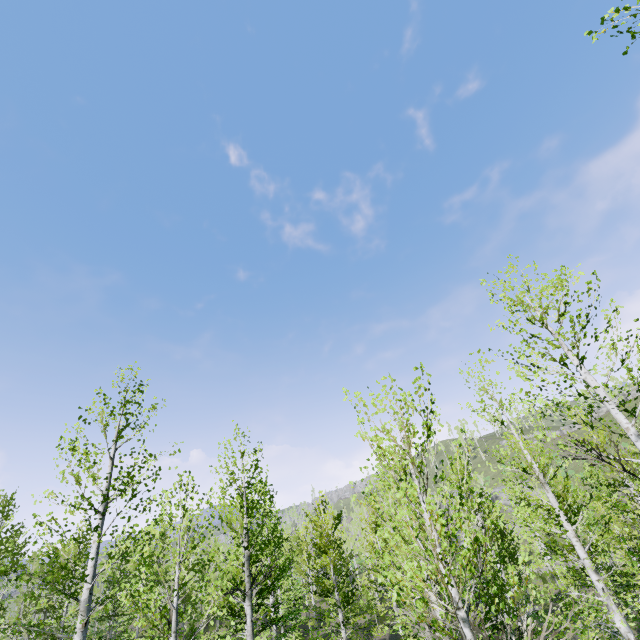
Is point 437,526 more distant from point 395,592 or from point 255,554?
point 255,554
